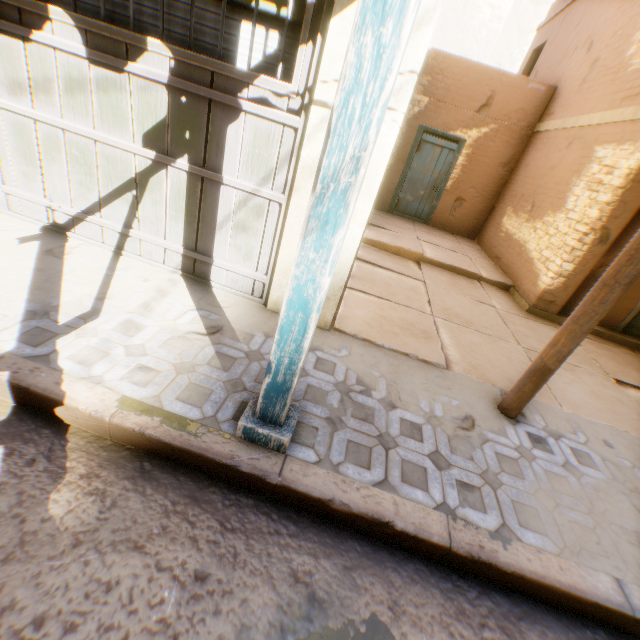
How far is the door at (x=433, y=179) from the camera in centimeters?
928cm

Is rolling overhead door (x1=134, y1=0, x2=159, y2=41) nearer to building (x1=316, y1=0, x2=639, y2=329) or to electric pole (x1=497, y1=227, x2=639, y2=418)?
building (x1=316, y1=0, x2=639, y2=329)

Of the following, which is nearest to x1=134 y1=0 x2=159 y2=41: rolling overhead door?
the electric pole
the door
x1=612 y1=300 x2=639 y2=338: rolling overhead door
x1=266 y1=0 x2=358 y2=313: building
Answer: x1=266 y1=0 x2=358 y2=313: building

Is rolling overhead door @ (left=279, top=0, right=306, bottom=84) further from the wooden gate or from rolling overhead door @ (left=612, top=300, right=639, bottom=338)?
rolling overhead door @ (left=612, top=300, right=639, bottom=338)

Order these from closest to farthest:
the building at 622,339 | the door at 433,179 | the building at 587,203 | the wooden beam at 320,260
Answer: the wooden beam at 320,260, the building at 587,203, the building at 622,339, the door at 433,179

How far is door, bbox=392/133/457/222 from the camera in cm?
928

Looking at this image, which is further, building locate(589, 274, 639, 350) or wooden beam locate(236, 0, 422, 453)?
building locate(589, 274, 639, 350)

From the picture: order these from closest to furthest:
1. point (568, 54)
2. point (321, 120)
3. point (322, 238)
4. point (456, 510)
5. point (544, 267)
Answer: point (322, 238) < point (456, 510) < point (321, 120) < point (544, 267) < point (568, 54)
